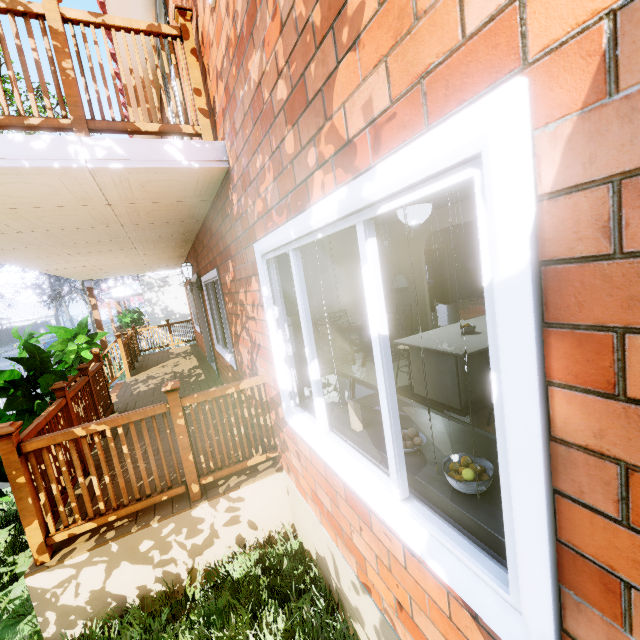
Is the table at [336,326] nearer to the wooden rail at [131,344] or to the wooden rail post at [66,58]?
the wooden rail post at [66,58]

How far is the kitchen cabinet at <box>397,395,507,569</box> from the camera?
1.1 meters

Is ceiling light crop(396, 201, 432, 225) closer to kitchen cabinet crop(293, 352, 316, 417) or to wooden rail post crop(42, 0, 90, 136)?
kitchen cabinet crop(293, 352, 316, 417)

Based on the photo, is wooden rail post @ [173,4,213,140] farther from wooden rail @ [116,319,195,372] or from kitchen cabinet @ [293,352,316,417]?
wooden rail @ [116,319,195,372]

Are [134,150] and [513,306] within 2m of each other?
no

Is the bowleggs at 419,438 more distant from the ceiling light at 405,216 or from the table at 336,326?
the table at 336,326

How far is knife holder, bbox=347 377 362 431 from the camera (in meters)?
1.87

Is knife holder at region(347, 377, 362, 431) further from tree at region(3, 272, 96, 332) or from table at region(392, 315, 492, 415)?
tree at region(3, 272, 96, 332)
